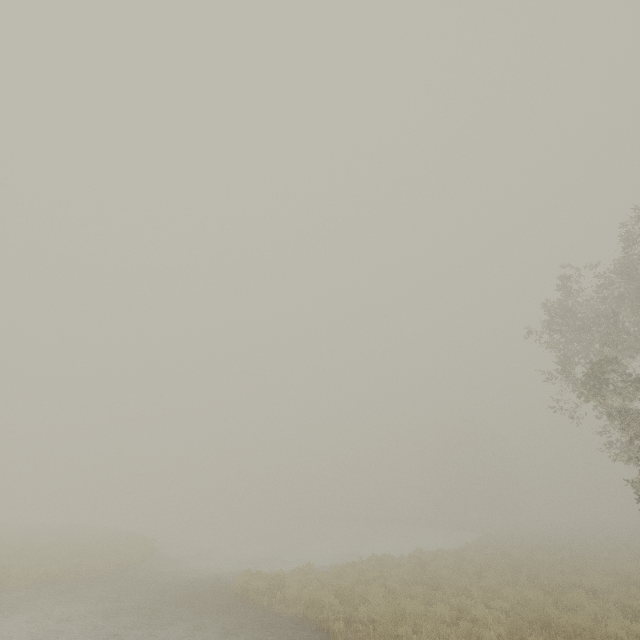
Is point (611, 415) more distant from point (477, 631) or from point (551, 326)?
point (477, 631)
